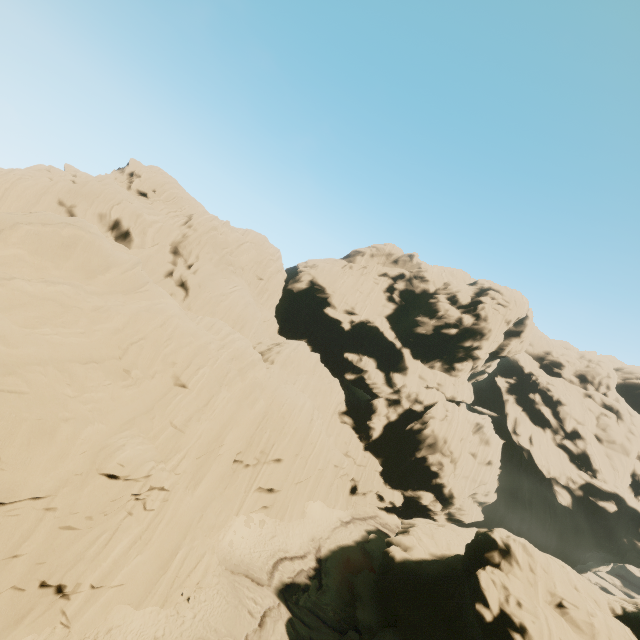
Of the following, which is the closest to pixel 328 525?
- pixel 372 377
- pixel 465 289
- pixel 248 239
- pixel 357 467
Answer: pixel 357 467
